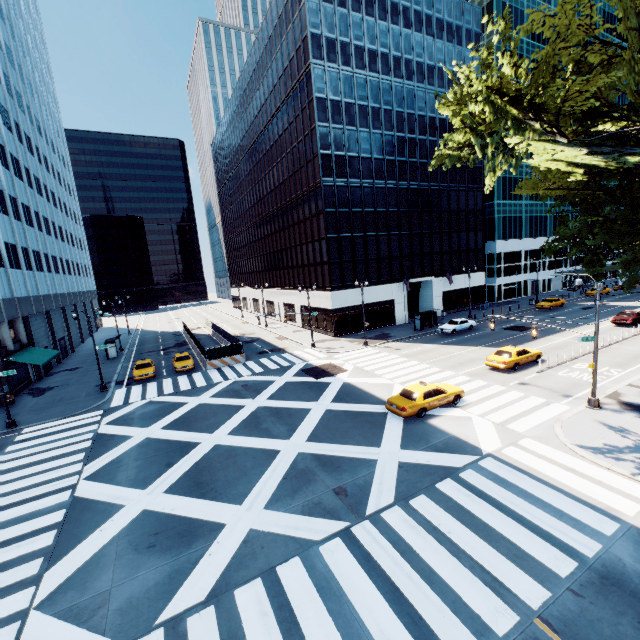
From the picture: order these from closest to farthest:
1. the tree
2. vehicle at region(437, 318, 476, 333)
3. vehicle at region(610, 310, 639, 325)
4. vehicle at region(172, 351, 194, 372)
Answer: the tree, vehicle at region(172, 351, 194, 372), vehicle at region(610, 310, 639, 325), vehicle at region(437, 318, 476, 333)

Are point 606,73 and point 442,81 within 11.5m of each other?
no

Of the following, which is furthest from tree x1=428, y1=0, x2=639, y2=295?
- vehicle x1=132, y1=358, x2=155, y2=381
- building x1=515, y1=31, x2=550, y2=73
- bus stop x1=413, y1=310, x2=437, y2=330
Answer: vehicle x1=132, y1=358, x2=155, y2=381

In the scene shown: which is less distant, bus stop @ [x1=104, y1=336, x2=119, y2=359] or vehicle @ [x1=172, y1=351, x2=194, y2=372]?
vehicle @ [x1=172, y1=351, x2=194, y2=372]

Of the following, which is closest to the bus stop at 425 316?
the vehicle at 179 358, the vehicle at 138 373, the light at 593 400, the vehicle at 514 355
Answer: the vehicle at 514 355

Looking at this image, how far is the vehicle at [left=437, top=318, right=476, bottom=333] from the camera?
38.1m

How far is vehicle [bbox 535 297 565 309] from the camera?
47.54m

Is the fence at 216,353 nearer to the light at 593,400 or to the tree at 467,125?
the light at 593,400
